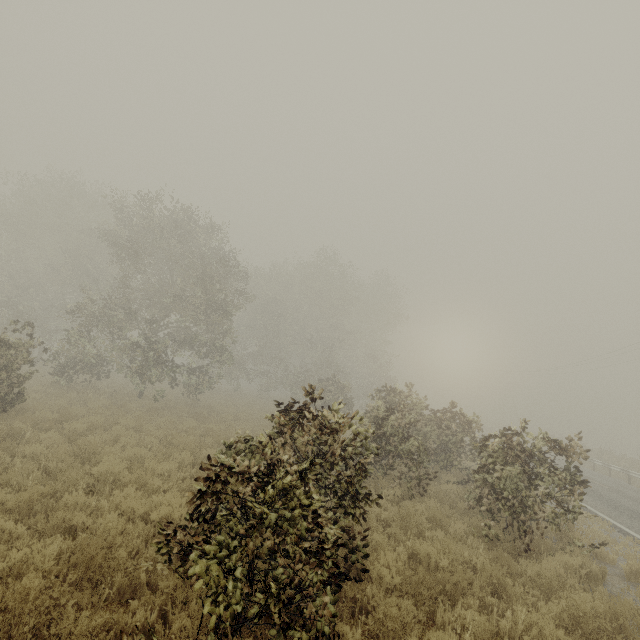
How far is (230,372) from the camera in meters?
31.8 m
